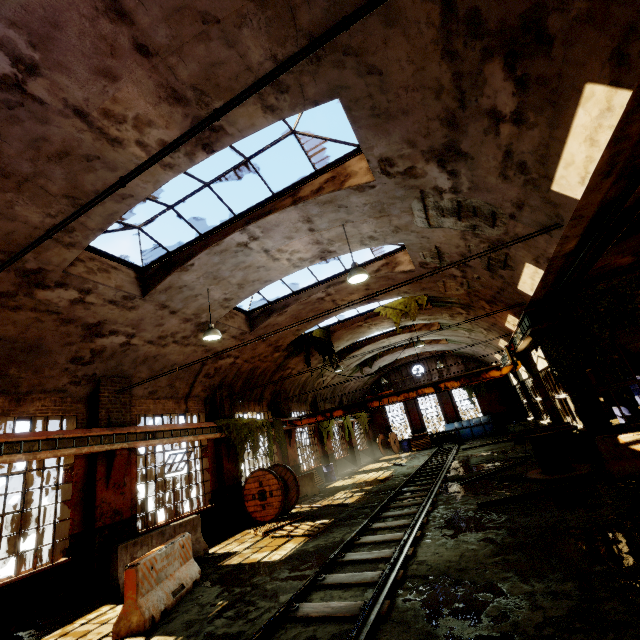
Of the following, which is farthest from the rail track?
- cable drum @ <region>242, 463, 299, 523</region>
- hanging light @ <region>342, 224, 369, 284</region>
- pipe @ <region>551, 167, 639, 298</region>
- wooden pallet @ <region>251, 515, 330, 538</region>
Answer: pipe @ <region>551, 167, 639, 298</region>

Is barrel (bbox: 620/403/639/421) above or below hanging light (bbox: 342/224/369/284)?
below

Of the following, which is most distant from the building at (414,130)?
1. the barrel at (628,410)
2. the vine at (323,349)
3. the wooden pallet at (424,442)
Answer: the barrel at (628,410)

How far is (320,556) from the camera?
7.2m

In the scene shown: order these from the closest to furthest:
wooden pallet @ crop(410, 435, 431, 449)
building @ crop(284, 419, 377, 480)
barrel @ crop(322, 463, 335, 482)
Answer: building @ crop(284, 419, 377, 480) < barrel @ crop(322, 463, 335, 482) < wooden pallet @ crop(410, 435, 431, 449)

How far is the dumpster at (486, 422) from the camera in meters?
25.4

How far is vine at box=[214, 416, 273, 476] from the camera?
13.2 meters

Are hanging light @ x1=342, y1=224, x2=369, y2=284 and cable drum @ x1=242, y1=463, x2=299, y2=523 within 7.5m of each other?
no
